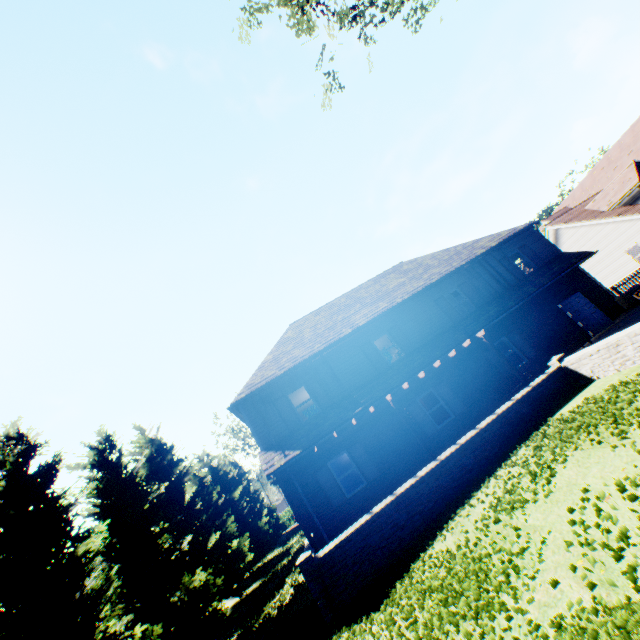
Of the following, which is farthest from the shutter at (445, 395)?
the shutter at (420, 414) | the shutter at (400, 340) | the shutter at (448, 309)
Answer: the shutter at (448, 309)

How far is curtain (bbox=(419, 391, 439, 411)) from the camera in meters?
15.3

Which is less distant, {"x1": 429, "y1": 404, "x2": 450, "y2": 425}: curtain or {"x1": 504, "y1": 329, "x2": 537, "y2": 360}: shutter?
{"x1": 429, "y1": 404, "x2": 450, "y2": 425}: curtain

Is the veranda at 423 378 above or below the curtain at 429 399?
above

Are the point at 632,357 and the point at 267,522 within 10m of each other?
no

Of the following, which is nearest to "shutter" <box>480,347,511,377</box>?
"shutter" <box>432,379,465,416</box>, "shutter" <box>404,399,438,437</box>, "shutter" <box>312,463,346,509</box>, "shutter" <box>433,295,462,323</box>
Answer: "shutter" <box>433,295,462,323</box>

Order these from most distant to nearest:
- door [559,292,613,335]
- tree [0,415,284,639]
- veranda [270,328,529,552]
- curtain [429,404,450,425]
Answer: door [559,292,613,335], curtain [429,404,450,425], veranda [270,328,529,552], tree [0,415,284,639]
